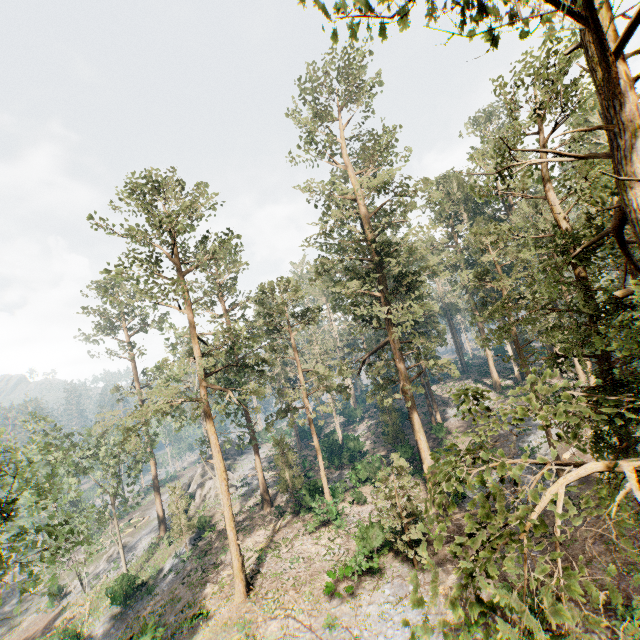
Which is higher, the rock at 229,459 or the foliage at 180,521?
the foliage at 180,521

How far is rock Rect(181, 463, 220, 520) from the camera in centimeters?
4116cm

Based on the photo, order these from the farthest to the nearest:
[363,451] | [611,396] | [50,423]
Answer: [363,451]
[50,423]
[611,396]

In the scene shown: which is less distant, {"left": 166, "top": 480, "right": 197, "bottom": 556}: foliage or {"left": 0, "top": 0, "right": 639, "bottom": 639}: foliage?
{"left": 0, "top": 0, "right": 639, "bottom": 639}: foliage

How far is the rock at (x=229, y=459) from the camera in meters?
43.1

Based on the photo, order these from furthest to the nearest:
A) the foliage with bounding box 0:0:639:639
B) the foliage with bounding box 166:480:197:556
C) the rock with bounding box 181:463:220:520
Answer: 1. the rock with bounding box 181:463:220:520
2. the foliage with bounding box 166:480:197:556
3. the foliage with bounding box 0:0:639:639

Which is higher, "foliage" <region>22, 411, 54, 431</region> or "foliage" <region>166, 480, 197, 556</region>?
"foliage" <region>22, 411, 54, 431</region>
